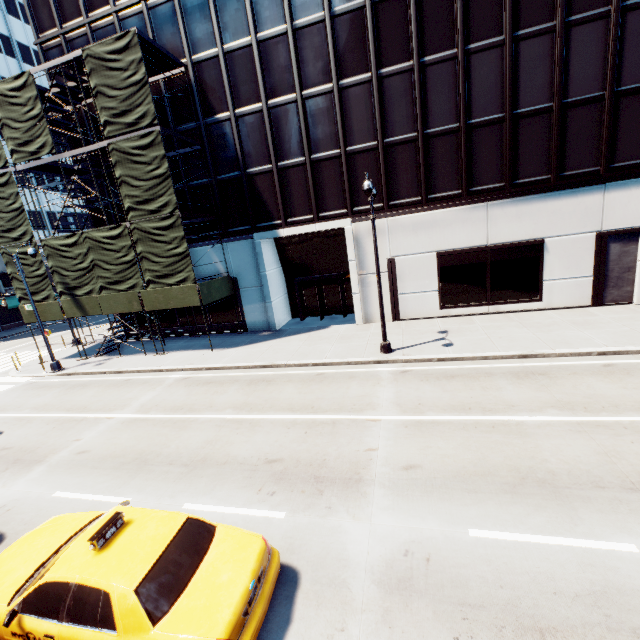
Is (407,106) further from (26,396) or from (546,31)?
(26,396)

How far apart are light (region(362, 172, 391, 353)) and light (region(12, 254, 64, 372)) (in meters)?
18.95

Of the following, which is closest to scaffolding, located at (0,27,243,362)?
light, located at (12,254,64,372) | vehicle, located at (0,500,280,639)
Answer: light, located at (12,254,64,372)

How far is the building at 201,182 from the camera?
19.7 meters

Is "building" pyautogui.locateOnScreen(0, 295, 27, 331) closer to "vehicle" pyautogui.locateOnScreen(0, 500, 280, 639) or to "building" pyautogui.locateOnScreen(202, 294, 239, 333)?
"building" pyautogui.locateOnScreen(202, 294, 239, 333)

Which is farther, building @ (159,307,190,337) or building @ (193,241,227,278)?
building @ (159,307,190,337)

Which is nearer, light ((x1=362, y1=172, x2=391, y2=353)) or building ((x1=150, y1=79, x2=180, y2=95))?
light ((x1=362, y1=172, x2=391, y2=353))
